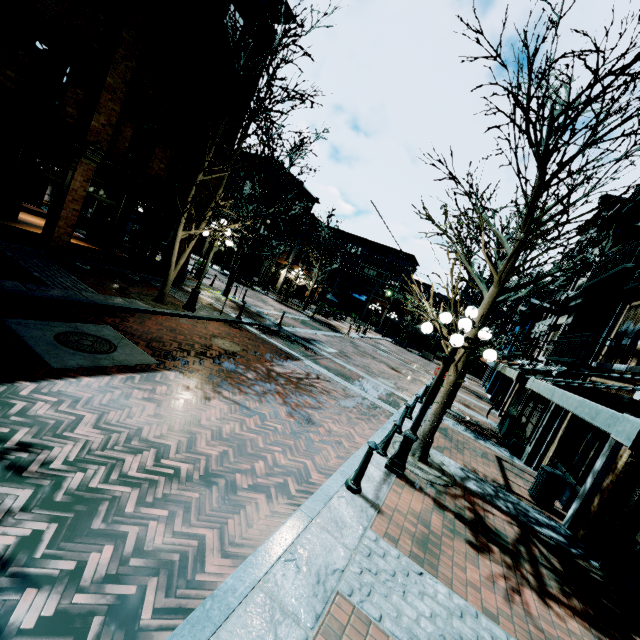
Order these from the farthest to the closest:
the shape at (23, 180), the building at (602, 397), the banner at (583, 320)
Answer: the shape at (23, 180) → the banner at (583, 320) → the building at (602, 397)

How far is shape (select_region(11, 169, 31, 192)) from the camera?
13.2m

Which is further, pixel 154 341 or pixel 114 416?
pixel 154 341

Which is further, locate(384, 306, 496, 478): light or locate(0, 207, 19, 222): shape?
locate(0, 207, 19, 222): shape

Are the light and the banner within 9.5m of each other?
yes

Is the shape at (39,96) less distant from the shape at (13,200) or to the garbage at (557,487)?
the shape at (13,200)

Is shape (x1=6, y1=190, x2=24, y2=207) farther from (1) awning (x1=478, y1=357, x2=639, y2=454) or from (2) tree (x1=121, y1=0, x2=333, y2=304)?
(1) awning (x1=478, y1=357, x2=639, y2=454)

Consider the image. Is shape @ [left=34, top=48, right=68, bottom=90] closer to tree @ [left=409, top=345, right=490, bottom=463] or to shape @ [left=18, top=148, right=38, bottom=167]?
shape @ [left=18, top=148, right=38, bottom=167]
